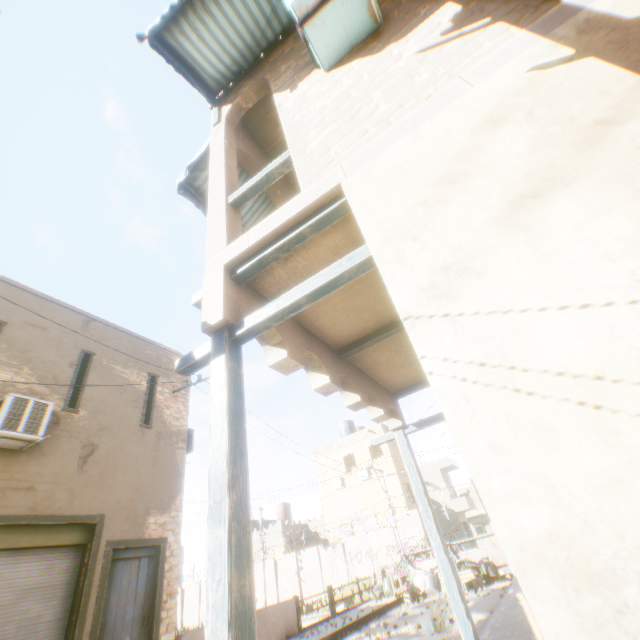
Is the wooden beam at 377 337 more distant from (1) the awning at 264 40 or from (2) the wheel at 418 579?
(2) the wheel at 418 579

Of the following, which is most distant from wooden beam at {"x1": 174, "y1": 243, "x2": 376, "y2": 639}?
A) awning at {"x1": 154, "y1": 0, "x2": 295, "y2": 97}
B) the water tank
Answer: the water tank

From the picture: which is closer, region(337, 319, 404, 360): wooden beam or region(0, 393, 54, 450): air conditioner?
region(337, 319, 404, 360): wooden beam

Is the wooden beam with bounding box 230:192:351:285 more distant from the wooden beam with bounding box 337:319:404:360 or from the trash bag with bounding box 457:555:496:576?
the trash bag with bounding box 457:555:496:576

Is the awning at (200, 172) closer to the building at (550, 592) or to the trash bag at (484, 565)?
the building at (550, 592)

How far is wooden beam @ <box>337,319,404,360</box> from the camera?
4.5m

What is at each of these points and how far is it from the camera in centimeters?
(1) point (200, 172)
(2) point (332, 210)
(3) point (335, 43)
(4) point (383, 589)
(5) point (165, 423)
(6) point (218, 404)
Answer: (1) awning, 633cm
(2) wooden beam, 278cm
(3) air conditioner, 367cm
(4) trash bag, 1435cm
(5) building, 998cm
(6) wooden beam, 241cm

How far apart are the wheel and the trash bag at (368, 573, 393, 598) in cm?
65
